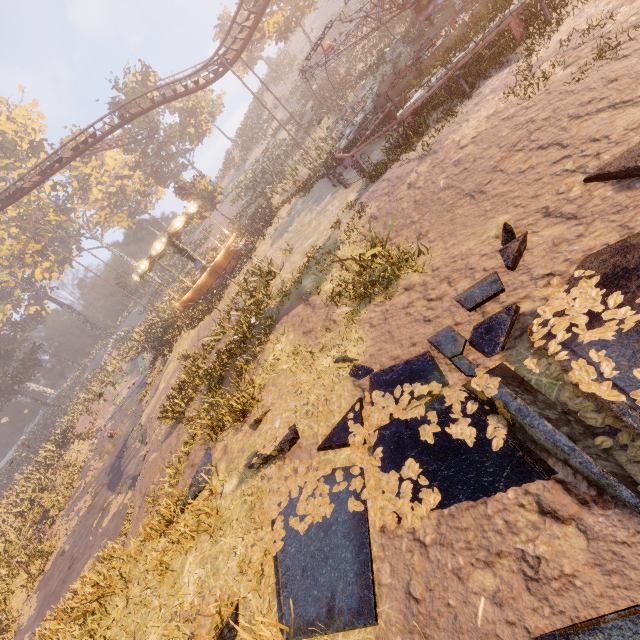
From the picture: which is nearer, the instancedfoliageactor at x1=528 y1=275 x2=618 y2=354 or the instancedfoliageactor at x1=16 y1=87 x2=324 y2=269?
the instancedfoliageactor at x1=528 y1=275 x2=618 y2=354

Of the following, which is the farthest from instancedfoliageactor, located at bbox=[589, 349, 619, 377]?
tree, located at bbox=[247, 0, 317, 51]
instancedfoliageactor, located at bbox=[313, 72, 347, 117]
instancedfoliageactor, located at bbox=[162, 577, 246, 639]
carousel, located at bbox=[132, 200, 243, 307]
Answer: tree, located at bbox=[247, 0, 317, 51]

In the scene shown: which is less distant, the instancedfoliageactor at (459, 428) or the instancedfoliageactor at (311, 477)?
the instancedfoliageactor at (459, 428)

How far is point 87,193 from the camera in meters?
50.1

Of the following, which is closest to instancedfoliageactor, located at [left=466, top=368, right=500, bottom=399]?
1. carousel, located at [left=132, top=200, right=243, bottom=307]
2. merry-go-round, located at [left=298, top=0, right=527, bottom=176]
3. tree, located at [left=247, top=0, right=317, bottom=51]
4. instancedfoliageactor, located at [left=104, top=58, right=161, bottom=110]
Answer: merry-go-round, located at [left=298, top=0, right=527, bottom=176]

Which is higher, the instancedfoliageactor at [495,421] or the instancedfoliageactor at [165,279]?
the instancedfoliageactor at [165,279]

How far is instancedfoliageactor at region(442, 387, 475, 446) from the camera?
3.29m

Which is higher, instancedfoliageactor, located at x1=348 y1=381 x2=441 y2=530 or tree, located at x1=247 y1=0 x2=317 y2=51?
tree, located at x1=247 y1=0 x2=317 y2=51
